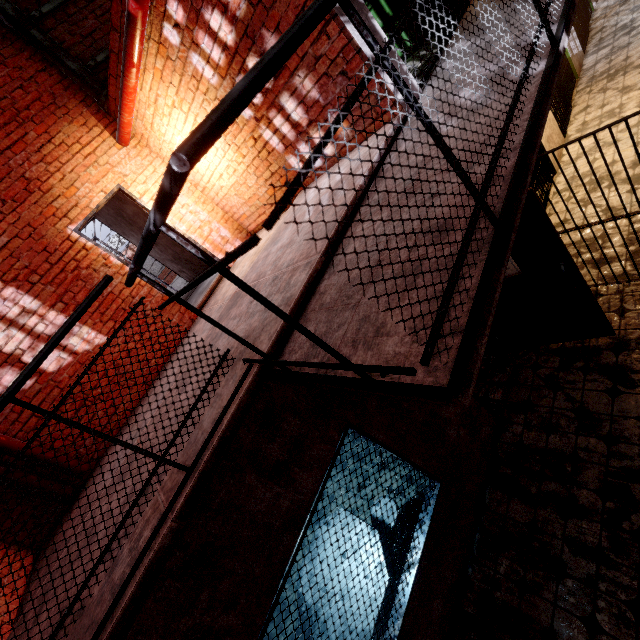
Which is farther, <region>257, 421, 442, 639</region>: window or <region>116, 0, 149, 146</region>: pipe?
<region>116, 0, 149, 146</region>: pipe

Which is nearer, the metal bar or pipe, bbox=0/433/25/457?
pipe, bbox=0/433/25/457

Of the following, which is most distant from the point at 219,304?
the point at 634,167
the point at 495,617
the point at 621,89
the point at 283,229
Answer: the point at 621,89

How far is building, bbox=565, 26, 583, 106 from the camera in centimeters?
646cm

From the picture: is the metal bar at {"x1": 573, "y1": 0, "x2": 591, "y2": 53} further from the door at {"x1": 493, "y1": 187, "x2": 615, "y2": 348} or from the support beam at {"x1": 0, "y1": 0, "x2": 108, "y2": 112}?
the door at {"x1": 493, "y1": 187, "x2": 615, "y2": 348}

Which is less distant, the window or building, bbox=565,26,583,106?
the window

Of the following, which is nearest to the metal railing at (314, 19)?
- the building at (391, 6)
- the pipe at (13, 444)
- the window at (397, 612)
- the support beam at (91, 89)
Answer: the window at (397, 612)

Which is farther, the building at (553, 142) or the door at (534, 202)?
the building at (553, 142)
